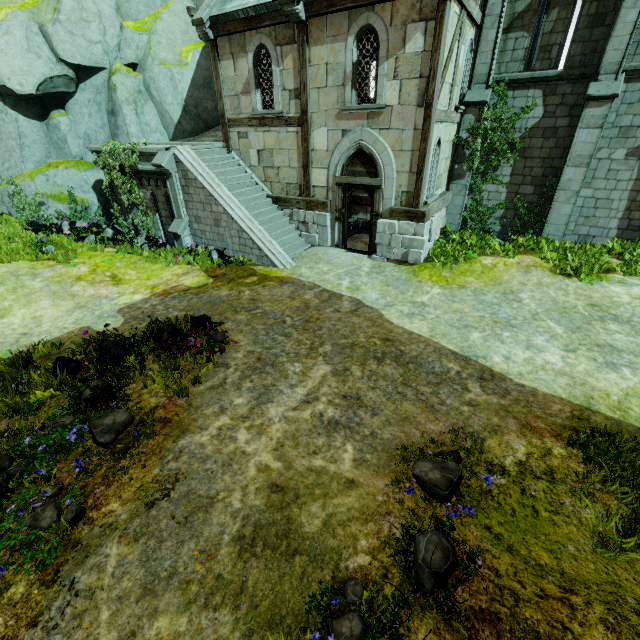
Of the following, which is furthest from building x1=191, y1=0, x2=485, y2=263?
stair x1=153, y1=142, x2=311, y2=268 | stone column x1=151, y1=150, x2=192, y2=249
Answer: stone column x1=151, y1=150, x2=192, y2=249

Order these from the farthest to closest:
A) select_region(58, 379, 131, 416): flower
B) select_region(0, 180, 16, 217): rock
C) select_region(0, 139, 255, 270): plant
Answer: select_region(0, 180, 16, 217): rock < select_region(0, 139, 255, 270): plant < select_region(58, 379, 131, 416): flower

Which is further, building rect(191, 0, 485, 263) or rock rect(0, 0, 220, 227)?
rock rect(0, 0, 220, 227)

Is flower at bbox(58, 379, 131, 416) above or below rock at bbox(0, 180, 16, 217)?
below

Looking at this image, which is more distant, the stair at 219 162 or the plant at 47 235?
the stair at 219 162

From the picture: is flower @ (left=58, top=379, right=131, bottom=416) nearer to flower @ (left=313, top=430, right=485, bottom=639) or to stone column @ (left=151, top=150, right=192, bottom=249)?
flower @ (left=313, top=430, right=485, bottom=639)

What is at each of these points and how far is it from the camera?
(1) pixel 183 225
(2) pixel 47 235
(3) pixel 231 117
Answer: (1) stone column, 12.7m
(2) plant, 11.9m
(3) building, 12.8m

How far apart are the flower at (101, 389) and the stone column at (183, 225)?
8.1 meters
